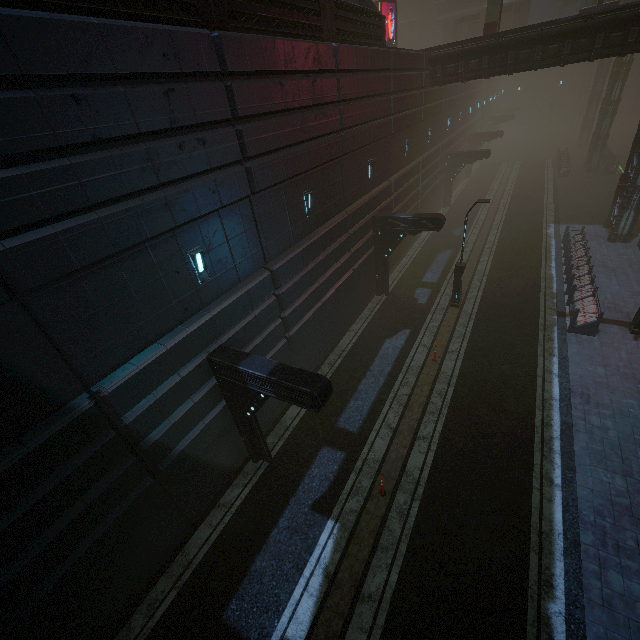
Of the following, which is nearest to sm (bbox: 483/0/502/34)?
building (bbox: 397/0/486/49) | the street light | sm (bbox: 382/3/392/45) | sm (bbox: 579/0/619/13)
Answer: sm (bbox: 579/0/619/13)

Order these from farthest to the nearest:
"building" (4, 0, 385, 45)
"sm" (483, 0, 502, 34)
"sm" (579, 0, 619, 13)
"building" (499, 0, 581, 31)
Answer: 1. "building" (499, 0, 581, 31)
2. "sm" (579, 0, 619, 13)
3. "sm" (483, 0, 502, 34)
4. "building" (4, 0, 385, 45)

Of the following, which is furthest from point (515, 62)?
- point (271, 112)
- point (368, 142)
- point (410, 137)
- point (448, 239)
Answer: point (271, 112)

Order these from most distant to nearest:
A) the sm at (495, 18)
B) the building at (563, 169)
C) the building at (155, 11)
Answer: the building at (563, 169), the sm at (495, 18), the building at (155, 11)

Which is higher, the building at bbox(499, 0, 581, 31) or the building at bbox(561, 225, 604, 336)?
the building at bbox(499, 0, 581, 31)

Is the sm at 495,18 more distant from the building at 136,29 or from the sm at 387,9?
the sm at 387,9

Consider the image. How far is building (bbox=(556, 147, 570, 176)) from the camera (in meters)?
34.61
